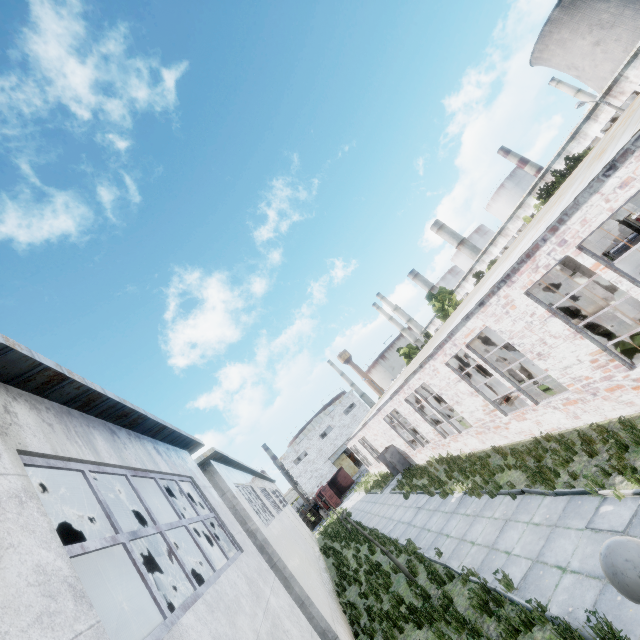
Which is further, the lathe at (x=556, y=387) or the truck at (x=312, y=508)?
the truck at (x=312, y=508)

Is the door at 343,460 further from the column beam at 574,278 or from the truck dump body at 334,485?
the column beam at 574,278

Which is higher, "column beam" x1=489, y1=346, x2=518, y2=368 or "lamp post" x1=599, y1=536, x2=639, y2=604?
"lamp post" x1=599, y1=536, x2=639, y2=604

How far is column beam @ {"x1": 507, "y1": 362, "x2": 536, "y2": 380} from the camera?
15.3 meters

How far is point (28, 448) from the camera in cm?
315

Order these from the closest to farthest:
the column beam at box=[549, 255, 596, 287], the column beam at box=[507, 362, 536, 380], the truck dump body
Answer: the column beam at box=[549, 255, 596, 287], the column beam at box=[507, 362, 536, 380], the truck dump body

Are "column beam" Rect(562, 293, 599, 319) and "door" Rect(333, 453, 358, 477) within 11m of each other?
no

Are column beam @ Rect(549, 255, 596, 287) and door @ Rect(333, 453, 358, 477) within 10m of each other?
no
